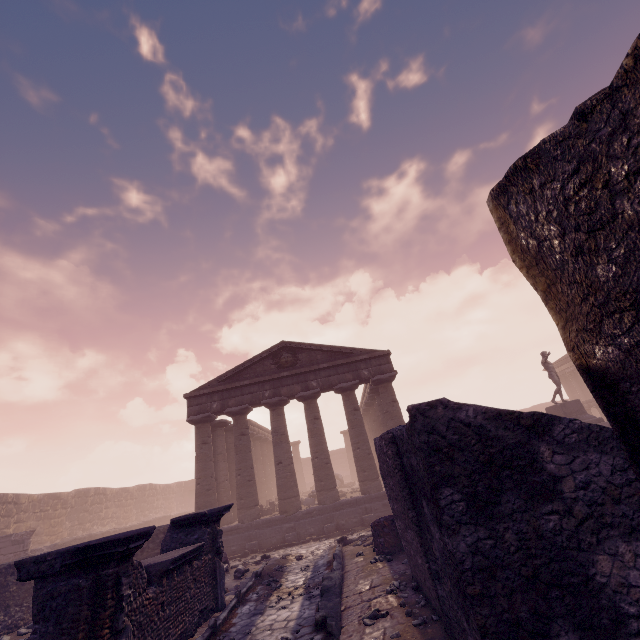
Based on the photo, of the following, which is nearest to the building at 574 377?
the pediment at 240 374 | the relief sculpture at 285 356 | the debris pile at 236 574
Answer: the pediment at 240 374

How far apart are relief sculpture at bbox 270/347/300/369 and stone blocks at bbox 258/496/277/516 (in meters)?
7.67

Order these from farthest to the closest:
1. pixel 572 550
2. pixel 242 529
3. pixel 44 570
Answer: pixel 242 529 → pixel 44 570 → pixel 572 550

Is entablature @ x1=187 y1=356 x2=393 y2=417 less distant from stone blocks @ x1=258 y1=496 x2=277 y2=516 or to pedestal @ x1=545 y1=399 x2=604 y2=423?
stone blocks @ x1=258 y1=496 x2=277 y2=516

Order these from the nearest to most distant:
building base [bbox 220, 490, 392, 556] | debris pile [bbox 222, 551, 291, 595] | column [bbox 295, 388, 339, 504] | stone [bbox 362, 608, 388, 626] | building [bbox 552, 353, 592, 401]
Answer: stone [bbox 362, 608, 388, 626] → debris pile [bbox 222, 551, 291, 595] → building base [bbox 220, 490, 392, 556] → column [bbox 295, 388, 339, 504] → building [bbox 552, 353, 592, 401]

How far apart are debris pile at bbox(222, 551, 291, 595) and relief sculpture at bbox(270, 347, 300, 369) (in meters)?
8.76

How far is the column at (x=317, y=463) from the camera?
15.4 meters

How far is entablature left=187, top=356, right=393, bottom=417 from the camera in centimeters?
1744cm
